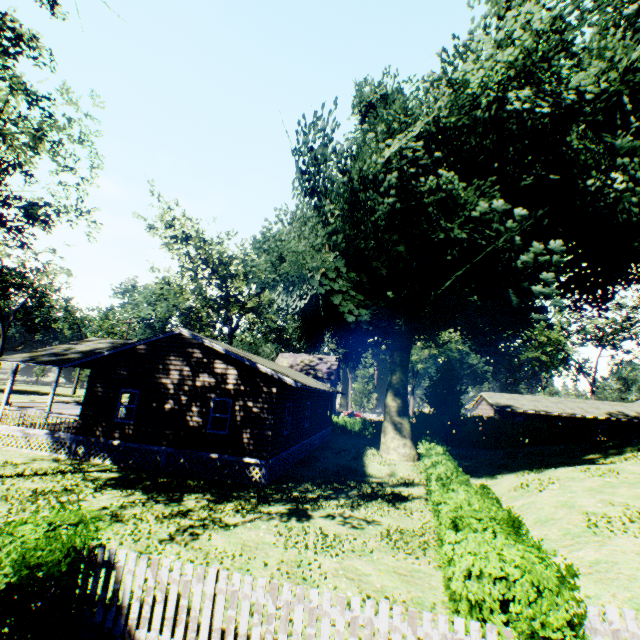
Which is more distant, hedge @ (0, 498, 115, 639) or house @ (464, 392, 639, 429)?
house @ (464, 392, 639, 429)

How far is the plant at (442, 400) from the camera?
34.1 meters

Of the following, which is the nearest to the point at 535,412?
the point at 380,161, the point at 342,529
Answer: the point at 342,529

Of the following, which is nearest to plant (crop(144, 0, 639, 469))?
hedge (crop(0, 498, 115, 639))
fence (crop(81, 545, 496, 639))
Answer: fence (crop(81, 545, 496, 639))

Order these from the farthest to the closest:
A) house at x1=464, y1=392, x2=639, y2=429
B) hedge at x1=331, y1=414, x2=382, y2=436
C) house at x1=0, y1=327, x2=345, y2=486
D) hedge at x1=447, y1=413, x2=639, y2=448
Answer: house at x1=464, y1=392, x2=639, y2=429
hedge at x1=331, y1=414, x2=382, y2=436
hedge at x1=447, y1=413, x2=639, y2=448
house at x1=0, y1=327, x2=345, y2=486

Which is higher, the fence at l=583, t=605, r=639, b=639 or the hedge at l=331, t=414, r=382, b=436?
the fence at l=583, t=605, r=639, b=639

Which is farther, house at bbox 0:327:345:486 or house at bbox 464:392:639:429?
house at bbox 464:392:639:429

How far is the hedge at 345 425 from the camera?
36.7m
